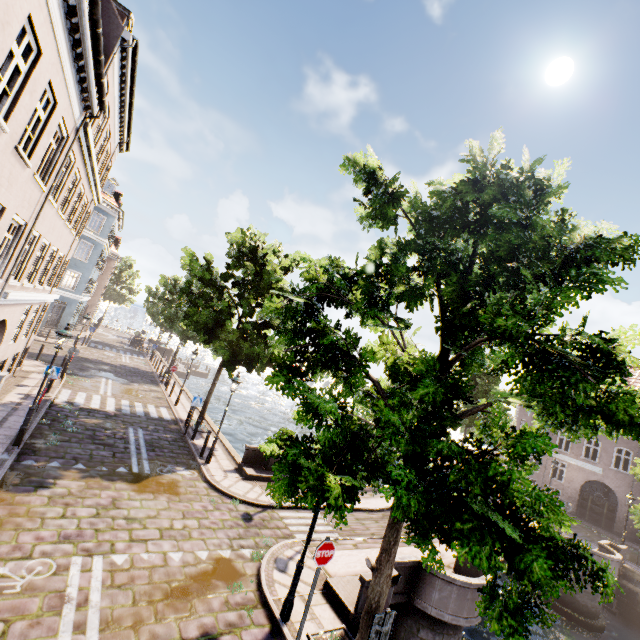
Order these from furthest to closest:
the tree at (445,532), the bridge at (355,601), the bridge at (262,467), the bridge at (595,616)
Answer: the bridge at (595,616) → the bridge at (262,467) → the bridge at (355,601) → the tree at (445,532)

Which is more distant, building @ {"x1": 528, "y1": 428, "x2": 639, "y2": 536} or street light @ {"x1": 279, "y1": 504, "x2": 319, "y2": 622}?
building @ {"x1": 528, "y1": 428, "x2": 639, "y2": 536}

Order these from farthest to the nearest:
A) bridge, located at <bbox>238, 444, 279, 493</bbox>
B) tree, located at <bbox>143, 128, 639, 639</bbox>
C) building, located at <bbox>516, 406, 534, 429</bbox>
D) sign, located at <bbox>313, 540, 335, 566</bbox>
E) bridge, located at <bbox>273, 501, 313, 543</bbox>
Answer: building, located at <bbox>516, 406, 534, 429</bbox>, bridge, located at <bbox>238, 444, 279, 493</bbox>, bridge, located at <bbox>273, 501, 313, 543</bbox>, sign, located at <bbox>313, 540, 335, 566</bbox>, tree, located at <bbox>143, 128, 639, 639</bbox>

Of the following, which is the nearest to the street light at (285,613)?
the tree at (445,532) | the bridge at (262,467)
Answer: the tree at (445,532)

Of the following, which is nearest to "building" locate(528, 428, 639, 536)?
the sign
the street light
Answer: the street light

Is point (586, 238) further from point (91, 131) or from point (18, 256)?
point (91, 131)

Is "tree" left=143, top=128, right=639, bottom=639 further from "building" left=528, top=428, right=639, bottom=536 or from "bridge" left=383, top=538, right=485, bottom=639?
"building" left=528, top=428, right=639, bottom=536
